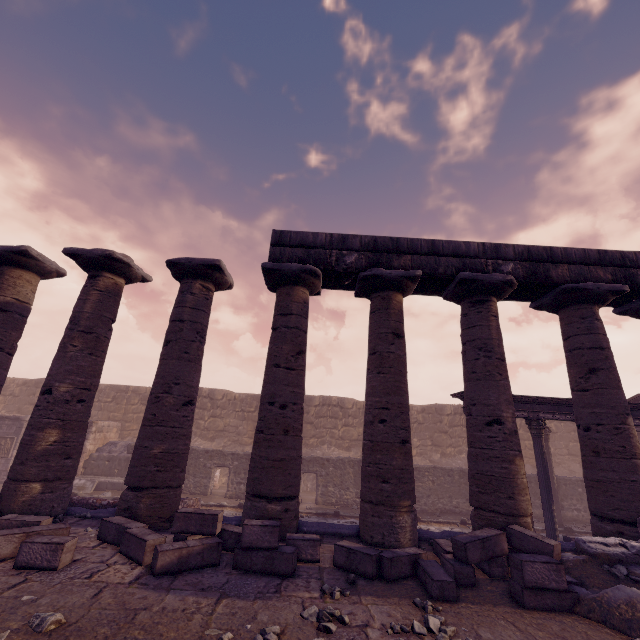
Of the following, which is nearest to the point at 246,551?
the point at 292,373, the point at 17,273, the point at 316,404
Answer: the point at 292,373

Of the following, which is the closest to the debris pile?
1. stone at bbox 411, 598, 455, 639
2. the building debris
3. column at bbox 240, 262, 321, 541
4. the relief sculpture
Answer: stone at bbox 411, 598, 455, 639

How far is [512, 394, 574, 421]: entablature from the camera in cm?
1056

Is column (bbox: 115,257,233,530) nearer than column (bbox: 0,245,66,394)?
Yes

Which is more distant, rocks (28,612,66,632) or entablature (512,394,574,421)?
entablature (512,394,574,421)

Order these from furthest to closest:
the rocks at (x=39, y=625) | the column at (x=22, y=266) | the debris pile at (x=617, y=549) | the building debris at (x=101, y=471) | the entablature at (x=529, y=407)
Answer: the building debris at (x=101, y=471) → the entablature at (x=529, y=407) → the column at (x=22, y=266) → the debris pile at (x=617, y=549) → the rocks at (x=39, y=625)

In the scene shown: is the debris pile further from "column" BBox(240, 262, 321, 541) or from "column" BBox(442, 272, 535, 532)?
"column" BBox(240, 262, 321, 541)

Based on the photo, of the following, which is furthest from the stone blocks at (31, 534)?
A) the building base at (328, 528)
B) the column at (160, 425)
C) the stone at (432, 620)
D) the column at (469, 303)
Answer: the column at (469, 303)
